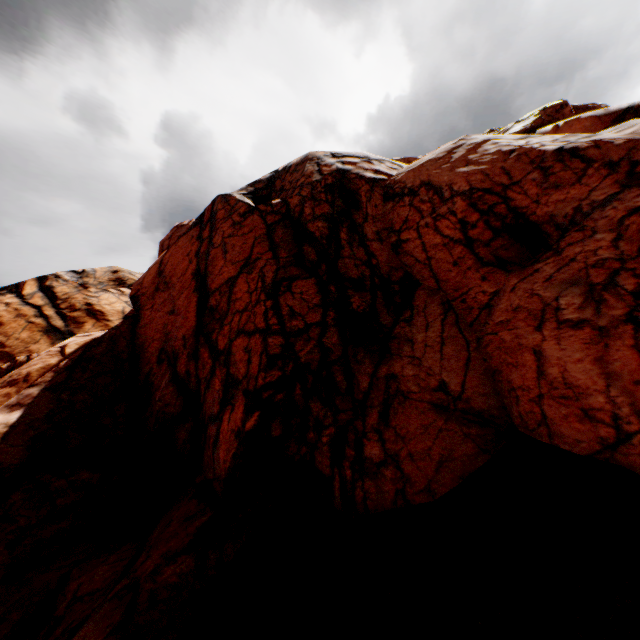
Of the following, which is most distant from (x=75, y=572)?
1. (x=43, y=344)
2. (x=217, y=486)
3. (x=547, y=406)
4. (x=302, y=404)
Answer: (x=43, y=344)
